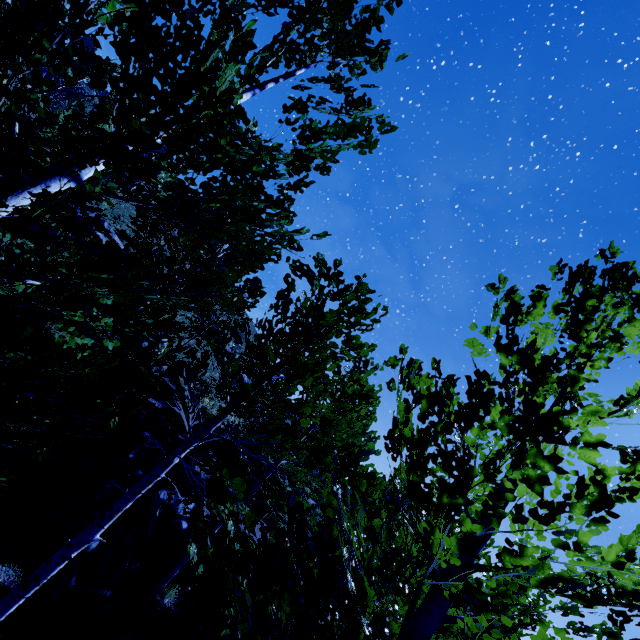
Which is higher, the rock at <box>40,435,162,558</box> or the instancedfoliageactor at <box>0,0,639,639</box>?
the instancedfoliageactor at <box>0,0,639,639</box>

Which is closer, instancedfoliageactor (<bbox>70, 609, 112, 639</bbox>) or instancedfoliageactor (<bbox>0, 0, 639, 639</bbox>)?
instancedfoliageactor (<bbox>0, 0, 639, 639</bbox>)

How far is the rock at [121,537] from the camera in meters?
7.5 m

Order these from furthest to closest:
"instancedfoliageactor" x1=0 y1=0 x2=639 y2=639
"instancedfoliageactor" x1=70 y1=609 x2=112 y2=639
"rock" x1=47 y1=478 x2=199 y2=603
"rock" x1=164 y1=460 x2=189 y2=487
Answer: "rock" x1=164 y1=460 x2=189 y2=487 < "rock" x1=47 y1=478 x2=199 y2=603 < "instancedfoliageactor" x1=70 y1=609 x2=112 y2=639 < "instancedfoliageactor" x1=0 y1=0 x2=639 y2=639

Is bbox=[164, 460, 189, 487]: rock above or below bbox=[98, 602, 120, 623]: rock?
above

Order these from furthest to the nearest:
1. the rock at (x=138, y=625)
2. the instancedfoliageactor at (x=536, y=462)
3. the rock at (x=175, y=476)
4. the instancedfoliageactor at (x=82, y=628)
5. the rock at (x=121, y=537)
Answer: the rock at (x=175, y=476) < the rock at (x=138, y=625) < the rock at (x=121, y=537) < the instancedfoliageactor at (x=82, y=628) < the instancedfoliageactor at (x=536, y=462)

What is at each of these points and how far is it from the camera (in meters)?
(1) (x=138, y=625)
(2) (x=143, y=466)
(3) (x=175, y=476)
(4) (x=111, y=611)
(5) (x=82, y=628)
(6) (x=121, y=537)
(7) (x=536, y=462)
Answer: (1) rock, 8.16
(2) rock, 11.51
(3) rock, 12.59
(4) rock, 7.71
(5) instancedfoliageactor, 6.61
(6) rock, 8.85
(7) instancedfoliageactor, 1.67
